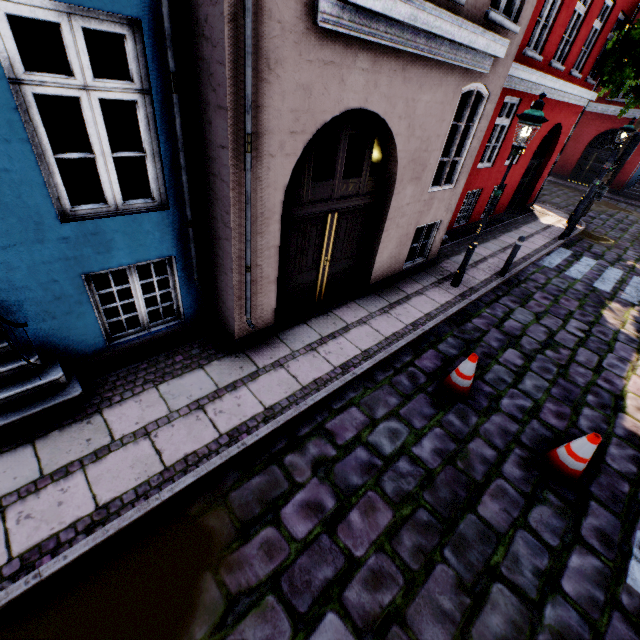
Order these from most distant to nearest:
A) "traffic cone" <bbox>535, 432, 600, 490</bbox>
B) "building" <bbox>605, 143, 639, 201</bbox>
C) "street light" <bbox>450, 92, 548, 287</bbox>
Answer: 1. "building" <bbox>605, 143, 639, 201</bbox>
2. "street light" <bbox>450, 92, 548, 287</bbox>
3. "traffic cone" <bbox>535, 432, 600, 490</bbox>

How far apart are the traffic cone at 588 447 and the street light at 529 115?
4.1m

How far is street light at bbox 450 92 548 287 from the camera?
5.57m

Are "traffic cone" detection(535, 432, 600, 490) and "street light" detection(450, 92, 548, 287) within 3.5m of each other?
no

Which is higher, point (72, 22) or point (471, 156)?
point (72, 22)

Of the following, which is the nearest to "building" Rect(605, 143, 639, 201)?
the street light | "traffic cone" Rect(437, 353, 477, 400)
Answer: the street light

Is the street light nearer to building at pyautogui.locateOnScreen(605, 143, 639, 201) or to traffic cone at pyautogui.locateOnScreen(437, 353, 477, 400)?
building at pyautogui.locateOnScreen(605, 143, 639, 201)

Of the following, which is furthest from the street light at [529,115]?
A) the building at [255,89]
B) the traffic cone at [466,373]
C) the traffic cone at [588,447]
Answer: the traffic cone at [588,447]
